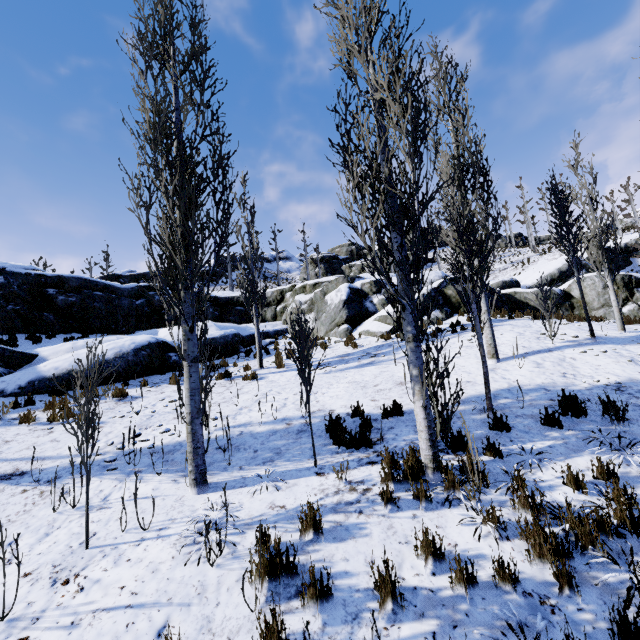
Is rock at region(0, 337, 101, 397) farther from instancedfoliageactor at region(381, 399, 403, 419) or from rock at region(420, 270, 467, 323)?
instancedfoliageactor at region(381, 399, 403, 419)

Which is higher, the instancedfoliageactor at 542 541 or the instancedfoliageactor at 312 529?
the instancedfoliageactor at 312 529

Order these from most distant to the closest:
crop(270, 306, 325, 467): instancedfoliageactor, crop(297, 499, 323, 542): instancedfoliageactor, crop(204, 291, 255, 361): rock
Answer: crop(204, 291, 255, 361): rock
crop(270, 306, 325, 467): instancedfoliageactor
crop(297, 499, 323, 542): instancedfoliageactor

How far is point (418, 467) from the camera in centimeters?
459cm

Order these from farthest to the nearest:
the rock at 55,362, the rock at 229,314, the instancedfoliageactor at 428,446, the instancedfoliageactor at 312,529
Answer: the rock at 229,314 → the rock at 55,362 → the instancedfoliageactor at 428,446 → the instancedfoliageactor at 312,529
